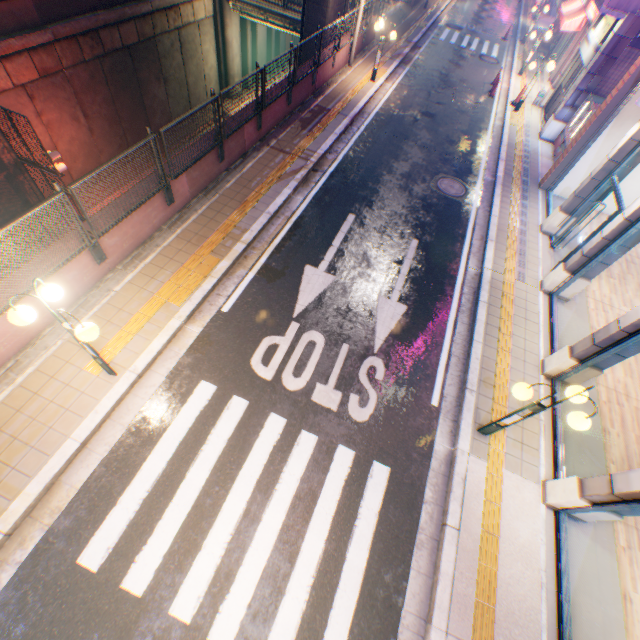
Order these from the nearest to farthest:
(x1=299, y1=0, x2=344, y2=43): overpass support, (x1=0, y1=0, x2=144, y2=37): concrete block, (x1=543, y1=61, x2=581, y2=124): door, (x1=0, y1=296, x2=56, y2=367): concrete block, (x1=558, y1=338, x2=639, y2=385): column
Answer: (x1=0, y1=296, x2=56, y2=367): concrete block < (x1=558, y1=338, x2=639, y2=385): column < (x1=0, y1=0, x2=144, y2=37): concrete block < (x1=543, y1=61, x2=581, y2=124): door < (x1=299, y1=0, x2=344, y2=43): overpass support

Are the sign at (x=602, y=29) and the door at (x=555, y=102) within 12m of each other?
yes

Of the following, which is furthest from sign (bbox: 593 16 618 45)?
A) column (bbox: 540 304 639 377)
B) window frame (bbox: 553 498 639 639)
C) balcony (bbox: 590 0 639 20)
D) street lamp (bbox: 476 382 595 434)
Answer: window frame (bbox: 553 498 639 639)

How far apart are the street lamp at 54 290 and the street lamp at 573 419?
6.32m

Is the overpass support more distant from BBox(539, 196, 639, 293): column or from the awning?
BBox(539, 196, 639, 293): column

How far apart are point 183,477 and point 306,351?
3.3m

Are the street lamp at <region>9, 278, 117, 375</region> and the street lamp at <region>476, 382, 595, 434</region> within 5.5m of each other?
no

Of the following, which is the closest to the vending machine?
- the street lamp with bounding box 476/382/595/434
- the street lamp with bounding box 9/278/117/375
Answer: the street lamp with bounding box 476/382/595/434
